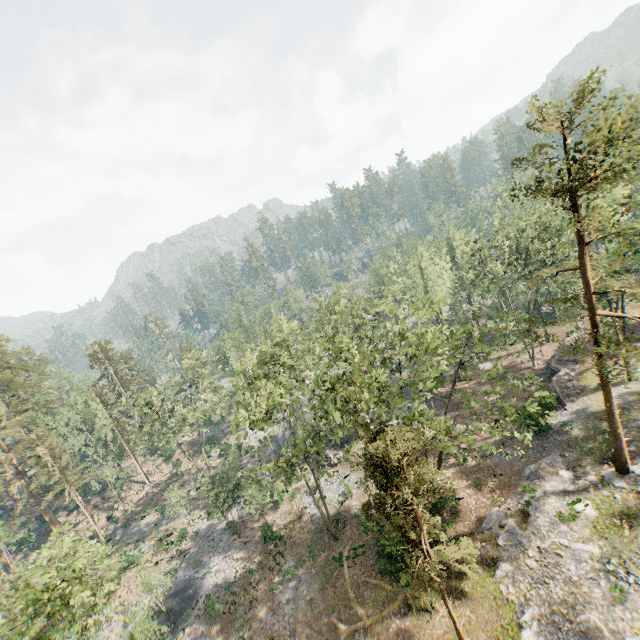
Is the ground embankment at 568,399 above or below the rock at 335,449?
above

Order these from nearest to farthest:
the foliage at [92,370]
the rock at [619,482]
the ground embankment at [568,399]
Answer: the rock at [619,482]
the ground embankment at [568,399]
the foliage at [92,370]

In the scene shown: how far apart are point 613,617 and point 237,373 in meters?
33.5 m

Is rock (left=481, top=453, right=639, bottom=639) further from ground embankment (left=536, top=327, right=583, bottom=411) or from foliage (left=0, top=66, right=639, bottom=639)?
ground embankment (left=536, top=327, right=583, bottom=411)

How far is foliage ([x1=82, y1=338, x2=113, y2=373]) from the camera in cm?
5777

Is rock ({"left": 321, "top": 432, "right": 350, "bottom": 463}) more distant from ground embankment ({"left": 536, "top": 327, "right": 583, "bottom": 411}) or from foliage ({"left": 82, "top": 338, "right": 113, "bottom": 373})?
ground embankment ({"left": 536, "top": 327, "right": 583, "bottom": 411})

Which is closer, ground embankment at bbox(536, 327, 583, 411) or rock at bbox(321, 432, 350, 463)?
ground embankment at bbox(536, 327, 583, 411)

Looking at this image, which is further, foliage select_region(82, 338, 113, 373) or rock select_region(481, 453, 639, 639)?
foliage select_region(82, 338, 113, 373)
